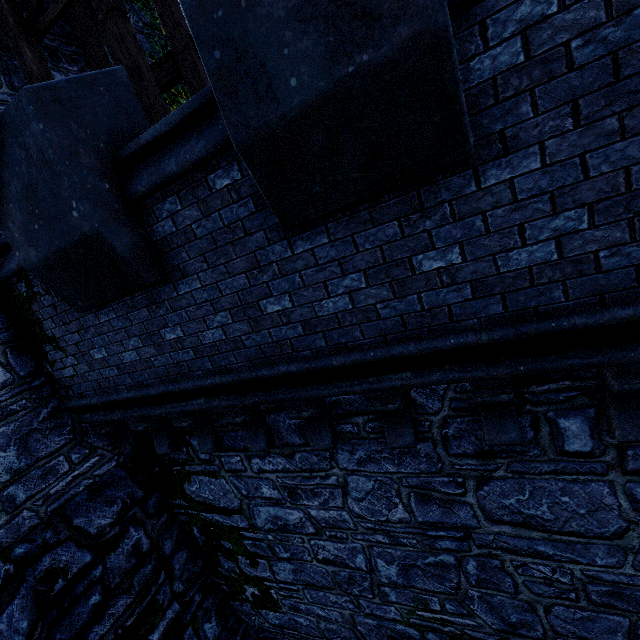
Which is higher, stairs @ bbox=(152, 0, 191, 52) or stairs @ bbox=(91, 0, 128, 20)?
stairs @ bbox=(152, 0, 191, 52)

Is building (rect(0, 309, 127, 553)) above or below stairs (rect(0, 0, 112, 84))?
below

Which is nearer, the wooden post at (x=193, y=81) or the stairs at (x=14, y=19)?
the stairs at (x=14, y=19)

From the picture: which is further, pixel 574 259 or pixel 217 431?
pixel 217 431

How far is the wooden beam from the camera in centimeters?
599cm

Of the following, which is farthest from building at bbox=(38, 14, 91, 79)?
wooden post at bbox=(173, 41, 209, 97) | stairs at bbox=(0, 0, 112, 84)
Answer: wooden post at bbox=(173, 41, 209, 97)

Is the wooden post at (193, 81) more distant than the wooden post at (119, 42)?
Yes

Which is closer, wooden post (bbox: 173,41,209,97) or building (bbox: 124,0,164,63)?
wooden post (bbox: 173,41,209,97)
